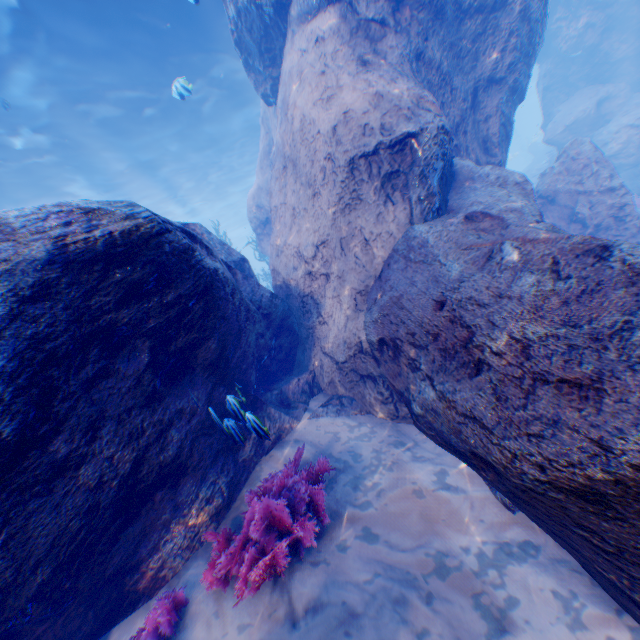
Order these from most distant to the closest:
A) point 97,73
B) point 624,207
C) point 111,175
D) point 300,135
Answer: point 111,175, point 97,73, point 624,207, point 300,135

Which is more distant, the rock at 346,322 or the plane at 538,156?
the plane at 538,156

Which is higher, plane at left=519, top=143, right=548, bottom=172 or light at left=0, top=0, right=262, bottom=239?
light at left=0, top=0, right=262, bottom=239

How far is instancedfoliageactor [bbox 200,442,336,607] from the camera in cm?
302

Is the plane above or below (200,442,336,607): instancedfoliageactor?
above

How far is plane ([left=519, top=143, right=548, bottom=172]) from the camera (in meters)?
29.70

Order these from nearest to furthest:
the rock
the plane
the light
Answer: the rock → the light → the plane

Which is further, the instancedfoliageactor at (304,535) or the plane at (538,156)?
the plane at (538,156)
